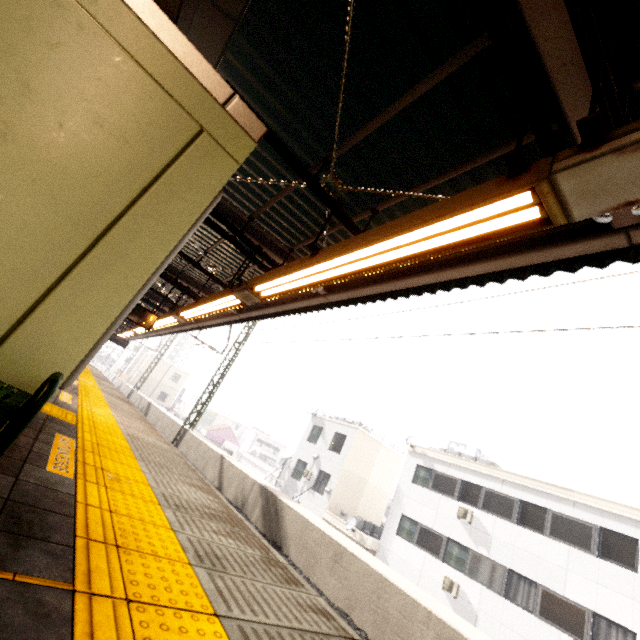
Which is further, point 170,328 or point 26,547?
point 170,328

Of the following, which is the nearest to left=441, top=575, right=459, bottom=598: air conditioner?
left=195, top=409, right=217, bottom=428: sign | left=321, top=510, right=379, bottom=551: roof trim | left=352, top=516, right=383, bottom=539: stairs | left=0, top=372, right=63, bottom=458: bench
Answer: left=321, top=510, right=379, bottom=551: roof trim

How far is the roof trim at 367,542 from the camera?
18.6m

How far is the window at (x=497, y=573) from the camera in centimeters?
1438cm

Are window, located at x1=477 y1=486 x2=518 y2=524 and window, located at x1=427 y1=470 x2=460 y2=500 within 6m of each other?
yes

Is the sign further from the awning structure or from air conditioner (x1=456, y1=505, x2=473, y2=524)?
air conditioner (x1=456, y1=505, x2=473, y2=524)

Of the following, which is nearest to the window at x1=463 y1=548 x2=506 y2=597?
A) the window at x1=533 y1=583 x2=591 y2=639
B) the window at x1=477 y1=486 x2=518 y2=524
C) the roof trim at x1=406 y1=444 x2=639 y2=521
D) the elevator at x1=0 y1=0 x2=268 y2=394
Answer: the window at x1=533 y1=583 x2=591 y2=639

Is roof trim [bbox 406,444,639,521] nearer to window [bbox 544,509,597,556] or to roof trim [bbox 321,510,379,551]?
window [bbox 544,509,597,556]
